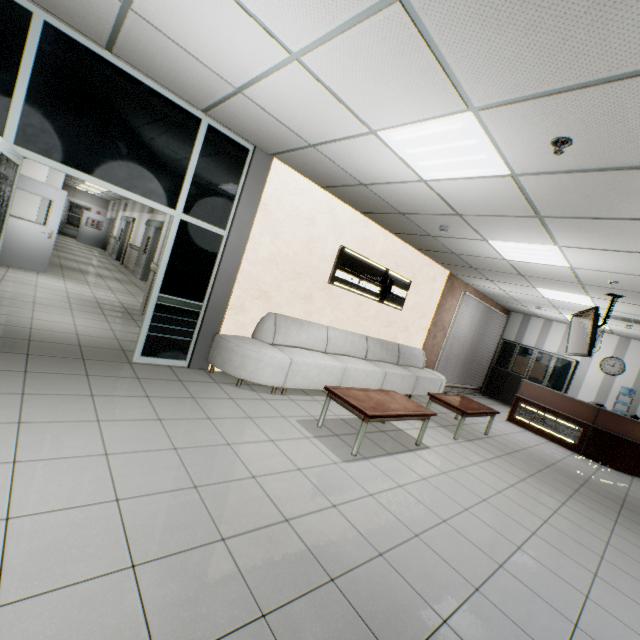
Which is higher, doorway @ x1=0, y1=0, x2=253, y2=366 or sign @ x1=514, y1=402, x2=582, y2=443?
doorway @ x1=0, y1=0, x2=253, y2=366

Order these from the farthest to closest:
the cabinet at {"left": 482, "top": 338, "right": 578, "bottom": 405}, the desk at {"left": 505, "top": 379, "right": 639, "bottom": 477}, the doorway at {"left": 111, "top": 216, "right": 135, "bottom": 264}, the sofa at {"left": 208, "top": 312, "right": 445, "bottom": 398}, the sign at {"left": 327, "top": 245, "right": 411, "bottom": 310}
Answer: the doorway at {"left": 111, "top": 216, "right": 135, "bottom": 264}
the cabinet at {"left": 482, "top": 338, "right": 578, "bottom": 405}
the desk at {"left": 505, "top": 379, "right": 639, "bottom": 477}
the sign at {"left": 327, "top": 245, "right": 411, "bottom": 310}
the sofa at {"left": 208, "top": 312, "right": 445, "bottom": 398}

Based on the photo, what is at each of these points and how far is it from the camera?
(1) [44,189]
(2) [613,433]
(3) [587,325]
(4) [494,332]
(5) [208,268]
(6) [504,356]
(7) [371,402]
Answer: (1) door, 7.3 meters
(2) desk, 7.0 meters
(3) tv, 5.6 meters
(4) blinds, 11.2 meters
(5) doorway, 4.6 meters
(6) cabinet, 11.4 meters
(7) table, 4.0 meters

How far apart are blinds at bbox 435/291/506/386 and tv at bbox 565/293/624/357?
2.86m

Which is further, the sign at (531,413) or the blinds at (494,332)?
the blinds at (494,332)

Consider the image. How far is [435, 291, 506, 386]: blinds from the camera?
9.38m

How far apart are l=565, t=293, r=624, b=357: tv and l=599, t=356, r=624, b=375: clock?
4.78m

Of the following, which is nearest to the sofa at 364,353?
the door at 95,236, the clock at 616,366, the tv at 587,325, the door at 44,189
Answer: the tv at 587,325
